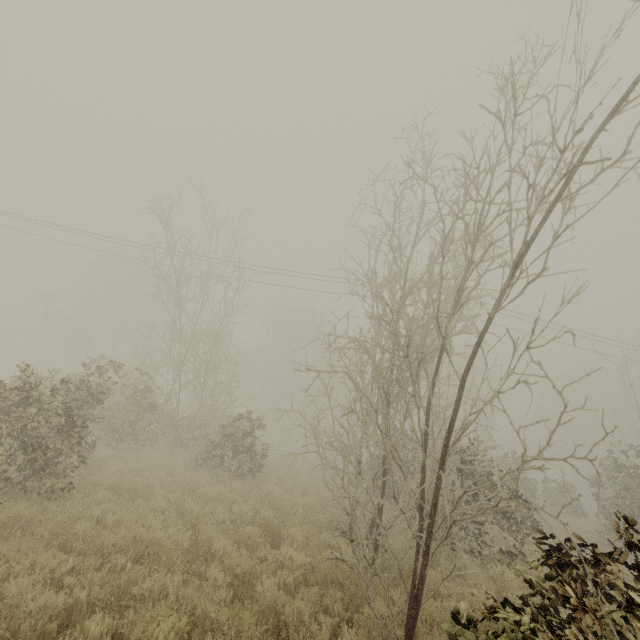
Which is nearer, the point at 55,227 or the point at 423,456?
the point at 423,456
